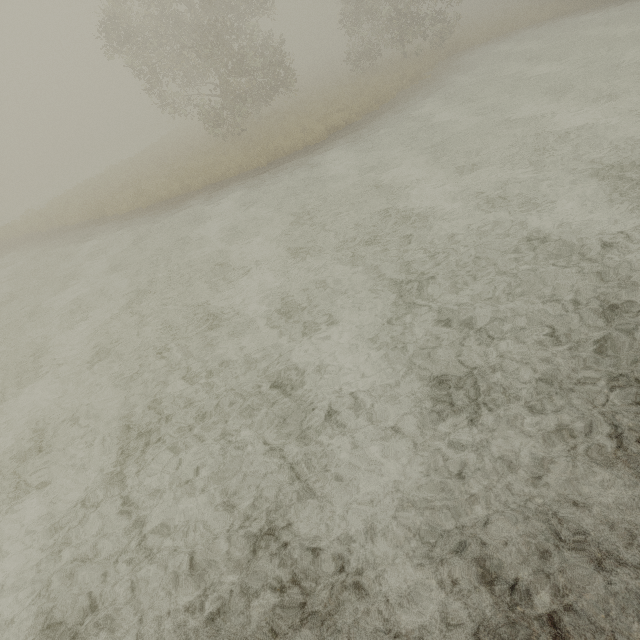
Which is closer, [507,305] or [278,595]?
[278,595]
